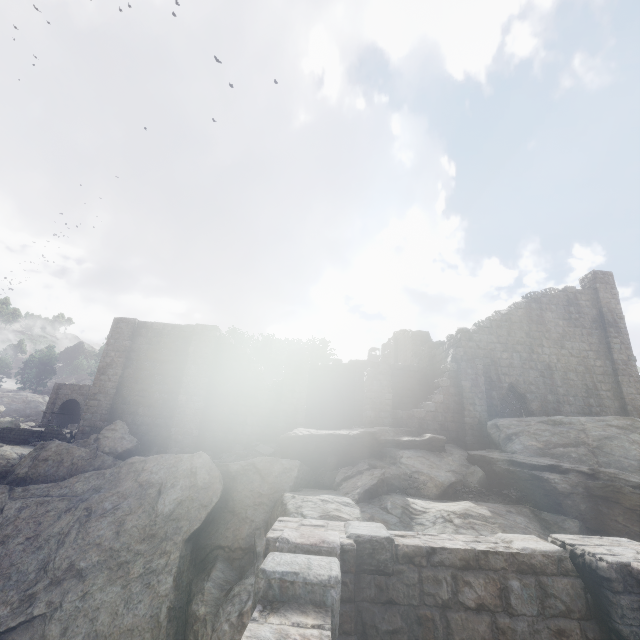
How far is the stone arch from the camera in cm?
3303

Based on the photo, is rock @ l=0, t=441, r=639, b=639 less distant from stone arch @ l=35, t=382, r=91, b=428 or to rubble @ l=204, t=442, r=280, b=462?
rubble @ l=204, t=442, r=280, b=462

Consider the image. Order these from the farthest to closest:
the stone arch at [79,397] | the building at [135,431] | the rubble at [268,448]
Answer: the stone arch at [79,397] → the building at [135,431] → the rubble at [268,448]

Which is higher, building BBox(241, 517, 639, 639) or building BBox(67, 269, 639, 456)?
building BBox(67, 269, 639, 456)

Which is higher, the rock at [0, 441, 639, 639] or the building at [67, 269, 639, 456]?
the building at [67, 269, 639, 456]

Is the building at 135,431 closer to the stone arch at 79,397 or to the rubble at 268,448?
the rubble at 268,448

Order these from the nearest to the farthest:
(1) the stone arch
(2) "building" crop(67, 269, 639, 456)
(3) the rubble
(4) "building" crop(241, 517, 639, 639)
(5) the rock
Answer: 1. (4) "building" crop(241, 517, 639, 639)
2. (5) the rock
3. (3) the rubble
4. (2) "building" crop(67, 269, 639, 456)
5. (1) the stone arch

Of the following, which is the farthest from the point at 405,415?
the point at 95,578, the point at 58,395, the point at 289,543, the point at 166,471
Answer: the point at 58,395
